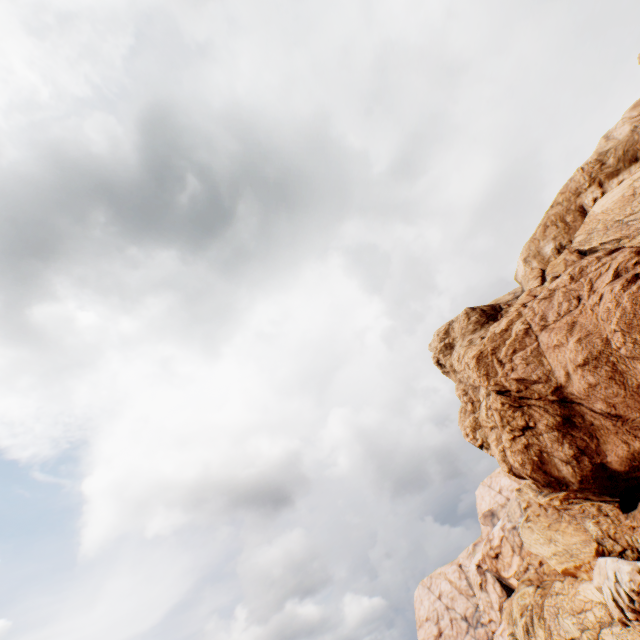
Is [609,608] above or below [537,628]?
below
